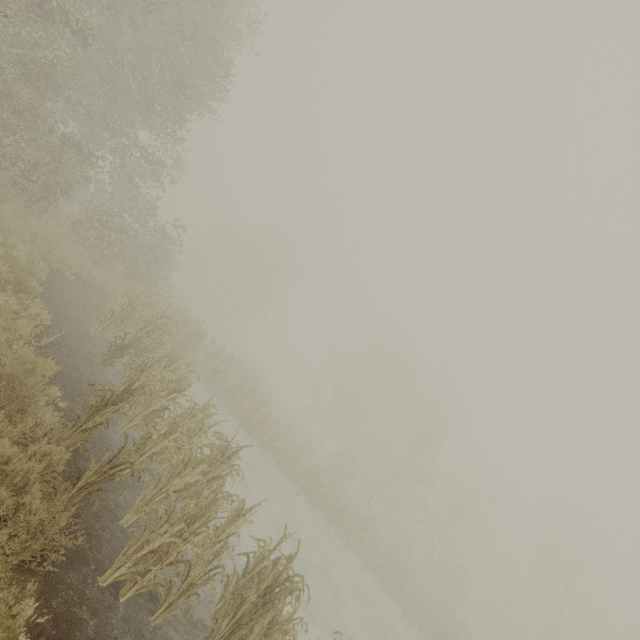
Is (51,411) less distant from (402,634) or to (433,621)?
(402,634)
